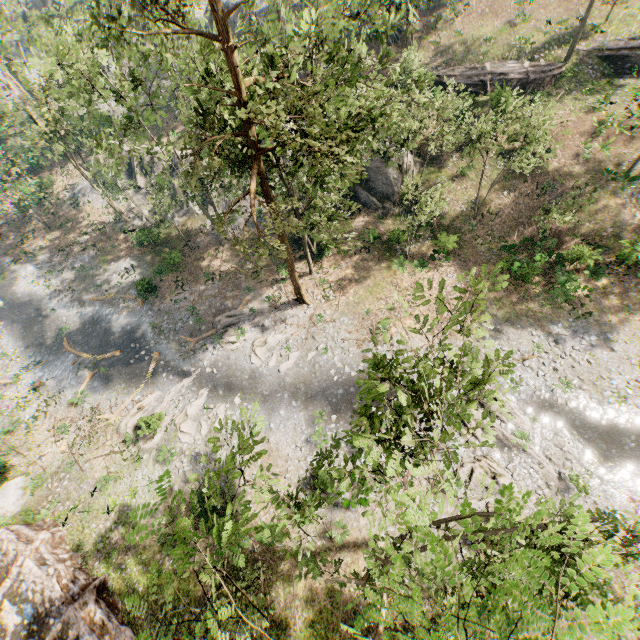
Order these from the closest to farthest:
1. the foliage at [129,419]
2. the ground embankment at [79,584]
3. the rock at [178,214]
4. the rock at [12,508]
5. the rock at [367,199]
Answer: the ground embankment at [79,584], the rock at [12,508], the foliage at [129,419], the rock at [367,199], the rock at [178,214]

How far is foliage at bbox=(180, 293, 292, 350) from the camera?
27.0m

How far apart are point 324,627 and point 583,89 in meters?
44.7

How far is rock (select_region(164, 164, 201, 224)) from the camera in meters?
35.6 m

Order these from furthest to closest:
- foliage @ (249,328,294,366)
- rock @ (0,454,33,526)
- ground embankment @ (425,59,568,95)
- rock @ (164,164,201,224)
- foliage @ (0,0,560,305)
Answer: rock @ (164,164,201,224) → ground embankment @ (425,59,568,95) → foliage @ (249,328,294,366) → rock @ (0,454,33,526) → foliage @ (0,0,560,305)

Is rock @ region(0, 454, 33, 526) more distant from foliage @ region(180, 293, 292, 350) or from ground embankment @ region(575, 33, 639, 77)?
ground embankment @ region(575, 33, 639, 77)

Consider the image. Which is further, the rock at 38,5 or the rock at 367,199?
the rock at 38,5

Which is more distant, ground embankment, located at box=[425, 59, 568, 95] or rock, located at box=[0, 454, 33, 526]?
ground embankment, located at box=[425, 59, 568, 95]
